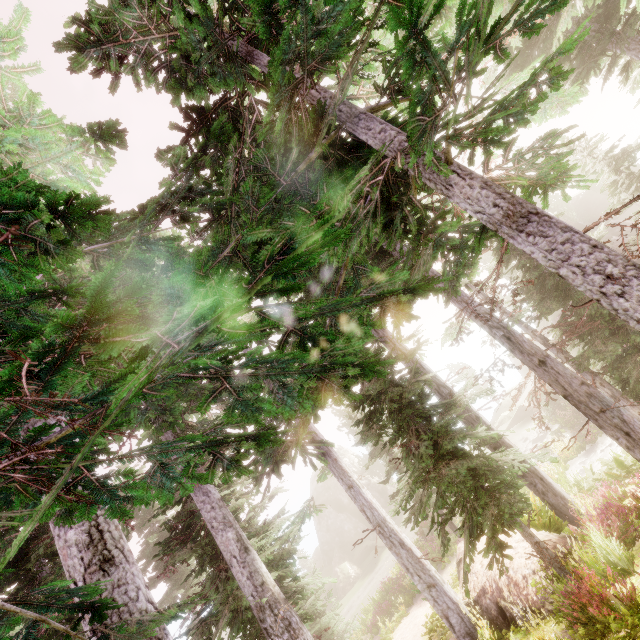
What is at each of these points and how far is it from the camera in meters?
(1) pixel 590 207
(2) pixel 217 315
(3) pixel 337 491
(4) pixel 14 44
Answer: (1) rock, 50.0 m
(2) instancedfoliageactor, 1.0 m
(3) rock, 45.1 m
(4) instancedfoliageactor, 7.5 m

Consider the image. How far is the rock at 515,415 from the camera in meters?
30.5

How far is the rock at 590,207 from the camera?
48.9 meters

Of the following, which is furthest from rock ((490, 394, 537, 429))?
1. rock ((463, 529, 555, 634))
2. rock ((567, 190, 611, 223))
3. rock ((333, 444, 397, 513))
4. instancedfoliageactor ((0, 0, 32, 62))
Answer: rock ((463, 529, 555, 634))

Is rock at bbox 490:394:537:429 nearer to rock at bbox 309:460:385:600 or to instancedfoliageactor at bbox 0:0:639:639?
instancedfoliageactor at bbox 0:0:639:639

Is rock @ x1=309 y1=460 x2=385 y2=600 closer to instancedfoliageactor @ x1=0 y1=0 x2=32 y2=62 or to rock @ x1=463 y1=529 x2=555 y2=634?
instancedfoliageactor @ x1=0 y1=0 x2=32 y2=62

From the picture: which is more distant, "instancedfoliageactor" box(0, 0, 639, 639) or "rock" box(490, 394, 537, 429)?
"rock" box(490, 394, 537, 429)

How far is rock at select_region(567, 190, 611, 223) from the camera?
48.91m
